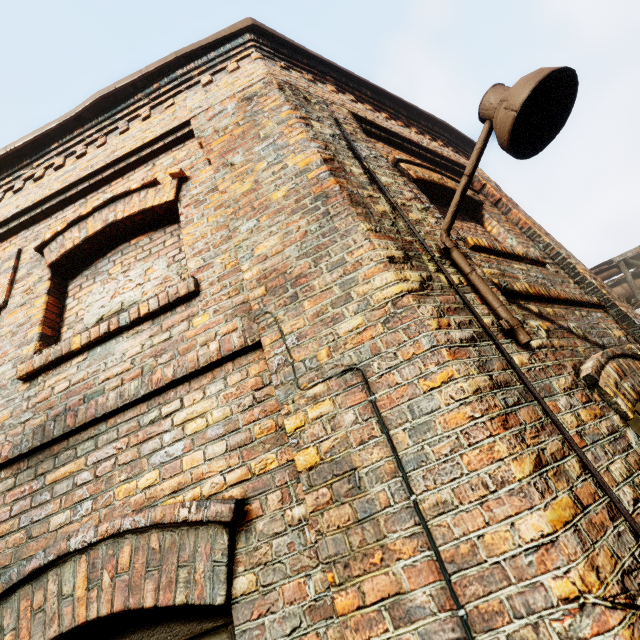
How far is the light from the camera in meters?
1.6 m

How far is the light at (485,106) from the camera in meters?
1.6

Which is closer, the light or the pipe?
the light

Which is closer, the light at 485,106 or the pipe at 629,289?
the light at 485,106

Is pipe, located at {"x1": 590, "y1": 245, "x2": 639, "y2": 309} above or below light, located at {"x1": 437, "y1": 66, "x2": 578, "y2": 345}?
above

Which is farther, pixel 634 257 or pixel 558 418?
pixel 634 257
